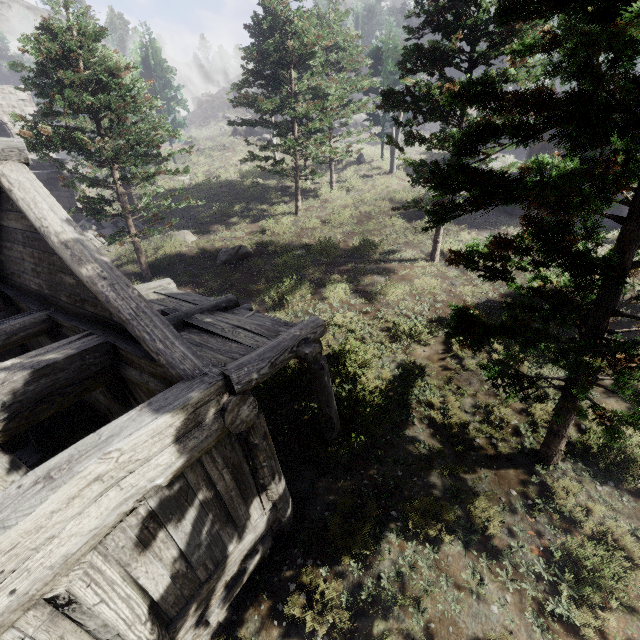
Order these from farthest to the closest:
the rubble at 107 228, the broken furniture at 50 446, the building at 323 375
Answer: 1. the rubble at 107 228
2. the broken furniture at 50 446
3. the building at 323 375

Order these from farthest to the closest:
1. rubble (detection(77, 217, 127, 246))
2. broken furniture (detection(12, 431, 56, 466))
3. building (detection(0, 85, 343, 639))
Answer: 1. rubble (detection(77, 217, 127, 246))
2. broken furniture (detection(12, 431, 56, 466))
3. building (detection(0, 85, 343, 639))

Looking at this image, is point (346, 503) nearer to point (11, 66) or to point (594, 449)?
point (594, 449)

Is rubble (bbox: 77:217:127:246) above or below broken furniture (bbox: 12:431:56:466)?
above

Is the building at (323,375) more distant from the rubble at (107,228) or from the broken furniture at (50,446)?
the rubble at (107,228)

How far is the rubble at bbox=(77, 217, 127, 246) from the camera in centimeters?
1912cm

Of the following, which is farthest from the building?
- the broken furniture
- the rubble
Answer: the rubble

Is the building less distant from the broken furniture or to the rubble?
the broken furniture
